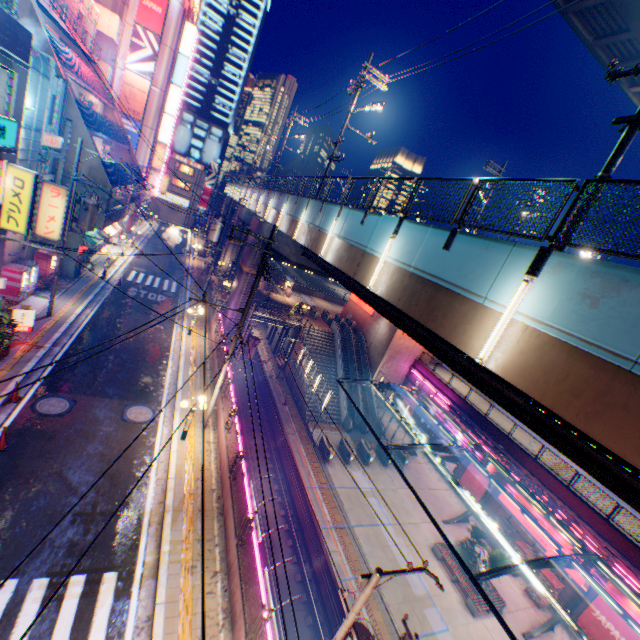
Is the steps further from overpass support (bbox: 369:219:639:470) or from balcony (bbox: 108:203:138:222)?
balcony (bbox: 108:203:138:222)

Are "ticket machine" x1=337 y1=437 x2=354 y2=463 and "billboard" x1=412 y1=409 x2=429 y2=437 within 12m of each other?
yes

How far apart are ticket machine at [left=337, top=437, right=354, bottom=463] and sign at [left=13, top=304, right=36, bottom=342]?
22.0m

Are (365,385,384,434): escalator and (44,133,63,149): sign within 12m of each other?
no

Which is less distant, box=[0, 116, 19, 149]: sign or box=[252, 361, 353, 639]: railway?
box=[0, 116, 19, 149]: sign

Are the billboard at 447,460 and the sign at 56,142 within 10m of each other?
no

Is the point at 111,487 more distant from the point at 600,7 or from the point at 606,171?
the point at 600,7

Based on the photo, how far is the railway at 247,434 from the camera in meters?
20.8
